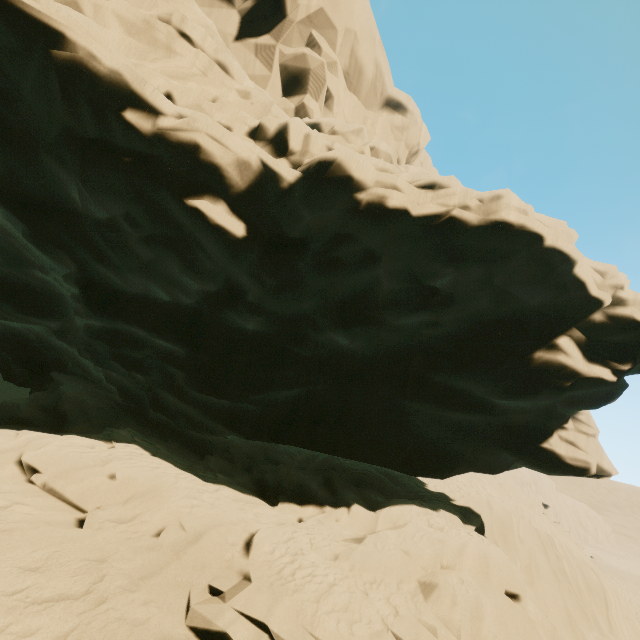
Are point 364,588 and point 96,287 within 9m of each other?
no
